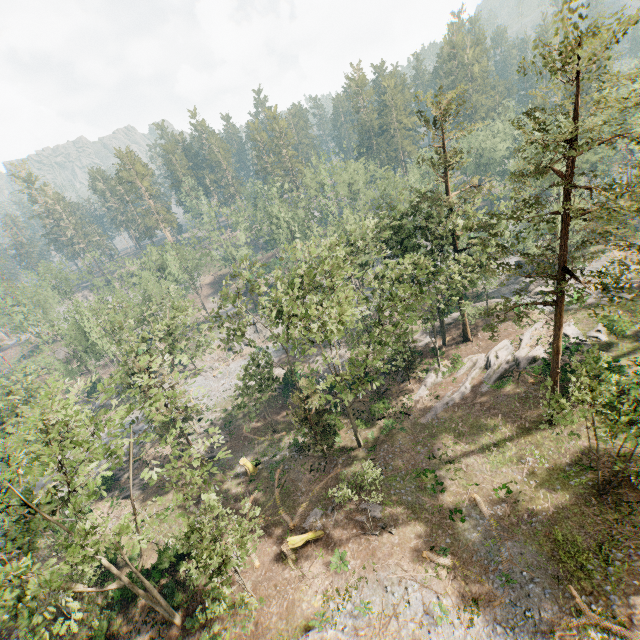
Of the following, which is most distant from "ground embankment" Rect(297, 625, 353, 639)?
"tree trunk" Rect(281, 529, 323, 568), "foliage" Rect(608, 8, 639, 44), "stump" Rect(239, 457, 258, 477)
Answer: "stump" Rect(239, 457, 258, 477)

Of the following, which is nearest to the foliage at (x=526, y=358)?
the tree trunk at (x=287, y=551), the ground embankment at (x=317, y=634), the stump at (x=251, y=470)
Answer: the ground embankment at (x=317, y=634)

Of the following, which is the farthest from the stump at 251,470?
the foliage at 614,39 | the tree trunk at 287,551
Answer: the tree trunk at 287,551

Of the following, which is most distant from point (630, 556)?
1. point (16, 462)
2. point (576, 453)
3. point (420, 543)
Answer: point (16, 462)

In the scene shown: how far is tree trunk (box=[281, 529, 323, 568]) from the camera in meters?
24.0 m

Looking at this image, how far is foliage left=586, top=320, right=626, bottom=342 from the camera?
29.1 meters

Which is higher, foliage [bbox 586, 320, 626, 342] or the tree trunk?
foliage [bbox 586, 320, 626, 342]

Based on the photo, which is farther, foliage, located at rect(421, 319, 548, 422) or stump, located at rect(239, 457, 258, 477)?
stump, located at rect(239, 457, 258, 477)
